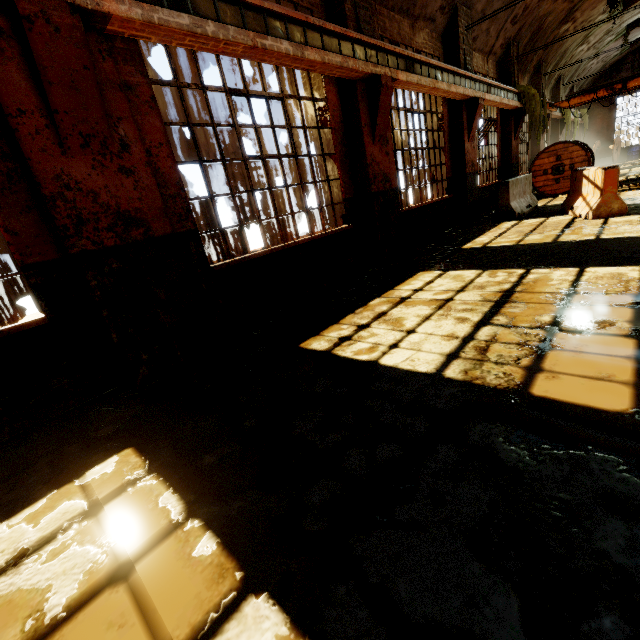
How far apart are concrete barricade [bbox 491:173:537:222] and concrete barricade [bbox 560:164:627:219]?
0.86m

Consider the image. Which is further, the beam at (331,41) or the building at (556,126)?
the building at (556,126)

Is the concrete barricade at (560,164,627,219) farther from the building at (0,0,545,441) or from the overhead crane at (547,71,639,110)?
the overhead crane at (547,71,639,110)

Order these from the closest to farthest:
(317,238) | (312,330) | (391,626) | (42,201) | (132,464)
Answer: (391,626)
(132,464)
(42,201)
(312,330)
(317,238)

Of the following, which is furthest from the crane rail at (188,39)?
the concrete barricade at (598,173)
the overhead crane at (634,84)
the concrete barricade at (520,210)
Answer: the overhead crane at (634,84)

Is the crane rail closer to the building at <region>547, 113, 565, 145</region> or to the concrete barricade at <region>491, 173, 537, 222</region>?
the building at <region>547, 113, 565, 145</region>

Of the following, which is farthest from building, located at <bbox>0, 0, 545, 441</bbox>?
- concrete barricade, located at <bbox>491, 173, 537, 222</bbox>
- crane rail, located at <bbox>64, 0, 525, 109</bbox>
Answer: concrete barricade, located at <bbox>491, 173, 537, 222</bbox>

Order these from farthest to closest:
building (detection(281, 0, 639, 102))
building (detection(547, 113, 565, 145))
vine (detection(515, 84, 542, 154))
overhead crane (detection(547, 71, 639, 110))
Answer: building (detection(547, 113, 565, 145)), overhead crane (detection(547, 71, 639, 110)), vine (detection(515, 84, 542, 154)), building (detection(281, 0, 639, 102))
